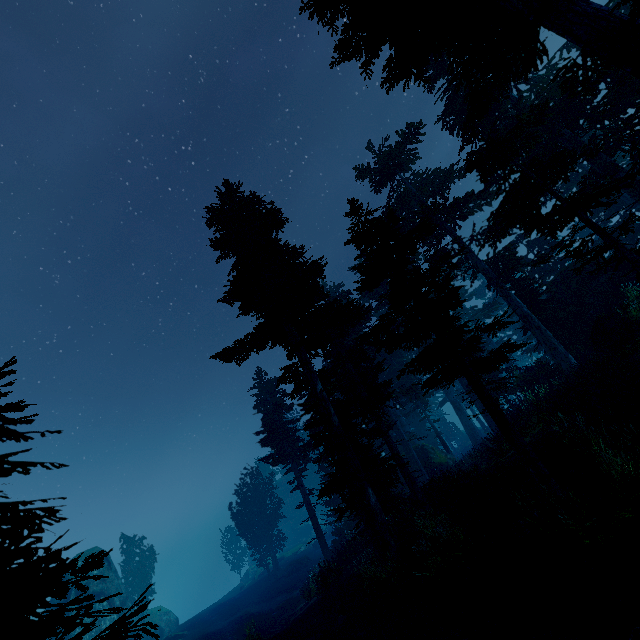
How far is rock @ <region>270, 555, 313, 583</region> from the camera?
37.5 meters

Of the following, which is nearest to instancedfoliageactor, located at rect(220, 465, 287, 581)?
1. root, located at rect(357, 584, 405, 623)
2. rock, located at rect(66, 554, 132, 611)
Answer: rock, located at rect(66, 554, 132, 611)

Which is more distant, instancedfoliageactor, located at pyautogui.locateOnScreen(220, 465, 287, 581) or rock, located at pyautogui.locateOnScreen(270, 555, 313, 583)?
instancedfoliageactor, located at pyautogui.locateOnScreen(220, 465, 287, 581)

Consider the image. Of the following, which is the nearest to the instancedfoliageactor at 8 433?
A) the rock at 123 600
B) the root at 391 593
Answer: the rock at 123 600

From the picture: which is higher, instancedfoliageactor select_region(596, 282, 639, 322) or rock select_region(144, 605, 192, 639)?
instancedfoliageactor select_region(596, 282, 639, 322)

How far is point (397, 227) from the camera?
10.9 meters

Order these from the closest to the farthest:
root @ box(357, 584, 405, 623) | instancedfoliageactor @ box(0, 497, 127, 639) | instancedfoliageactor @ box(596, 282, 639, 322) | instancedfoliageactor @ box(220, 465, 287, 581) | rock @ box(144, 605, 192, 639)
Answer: instancedfoliageactor @ box(0, 497, 127, 639), root @ box(357, 584, 405, 623), instancedfoliageactor @ box(596, 282, 639, 322), rock @ box(144, 605, 192, 639), instancedfoliageactor @ box(220, 465, 287, 581)

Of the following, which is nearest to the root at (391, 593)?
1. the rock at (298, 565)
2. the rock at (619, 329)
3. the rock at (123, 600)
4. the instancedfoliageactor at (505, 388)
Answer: the instancedfoliageactor at (505, 388)
